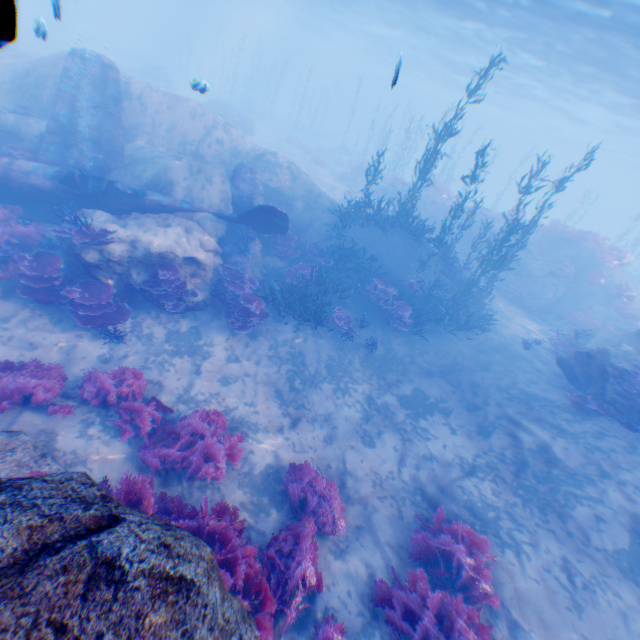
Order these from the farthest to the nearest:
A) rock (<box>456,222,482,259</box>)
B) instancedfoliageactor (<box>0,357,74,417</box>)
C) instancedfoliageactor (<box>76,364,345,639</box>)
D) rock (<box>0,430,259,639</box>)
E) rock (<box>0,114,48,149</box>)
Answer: rock (<box>456,222,482,259</box>), rock (<box>0,114,48,149</box>), instancedfoliageactor (<box>0,357,74,417</box>), instancedfoliageactor (<box>76,364,345,639</box>), rock (<box>0,430,259,639</box>)

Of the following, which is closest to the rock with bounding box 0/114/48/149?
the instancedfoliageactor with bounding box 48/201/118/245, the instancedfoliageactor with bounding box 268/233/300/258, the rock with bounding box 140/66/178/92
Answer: the instancedfoliageactor with bounding box 48/201/118/245

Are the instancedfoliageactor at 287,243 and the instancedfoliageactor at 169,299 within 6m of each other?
yes

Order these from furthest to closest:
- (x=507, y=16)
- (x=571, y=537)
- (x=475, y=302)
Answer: (x=507, y=16) → (x=475, y=302) → (x=571, y=537)

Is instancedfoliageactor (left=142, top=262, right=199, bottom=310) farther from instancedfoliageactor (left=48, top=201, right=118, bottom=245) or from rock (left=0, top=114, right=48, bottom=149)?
instancedfoliageactor (left=48, top=201, right=118, bottom=245)

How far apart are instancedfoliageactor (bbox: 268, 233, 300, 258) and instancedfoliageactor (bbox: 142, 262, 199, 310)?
3.9 meters

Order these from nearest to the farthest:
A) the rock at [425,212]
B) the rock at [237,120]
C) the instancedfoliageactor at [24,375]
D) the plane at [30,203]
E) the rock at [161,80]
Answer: the instancedfoliageactor at [24,375] < the plane at [30,203] < the rock at [425,212] < the rock at [237,120] < the rock at [161,80]

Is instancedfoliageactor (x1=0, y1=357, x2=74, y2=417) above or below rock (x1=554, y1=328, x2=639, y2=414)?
below
